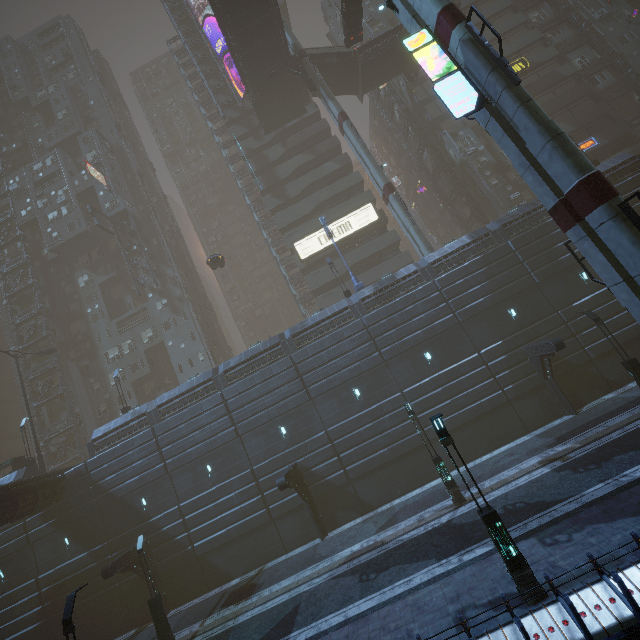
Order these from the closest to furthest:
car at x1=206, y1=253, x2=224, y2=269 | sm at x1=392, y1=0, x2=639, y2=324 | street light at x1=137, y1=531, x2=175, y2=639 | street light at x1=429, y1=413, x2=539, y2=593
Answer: street light at x1=429, y1=413, x2=539, y2=593
sm at x1=392, y1=0, x2=639, y2=324
street light at x1=137, y1=531, x2=175, y2=639
car at x1=206, y1=253, x2=224, y2=269

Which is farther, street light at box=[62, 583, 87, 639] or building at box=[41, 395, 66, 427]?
building at box=[41, 395, 66, 427]

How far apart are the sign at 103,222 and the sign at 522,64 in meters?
48.3 m

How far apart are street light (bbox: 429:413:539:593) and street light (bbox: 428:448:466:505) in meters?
6.7 m

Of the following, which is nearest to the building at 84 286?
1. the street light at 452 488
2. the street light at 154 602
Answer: the street light at 154 602

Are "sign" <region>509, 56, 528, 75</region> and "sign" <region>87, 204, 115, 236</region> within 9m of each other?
no

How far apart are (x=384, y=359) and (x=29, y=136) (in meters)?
66.77

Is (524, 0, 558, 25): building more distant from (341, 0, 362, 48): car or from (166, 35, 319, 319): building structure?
(341, 0, 362, 48): car
